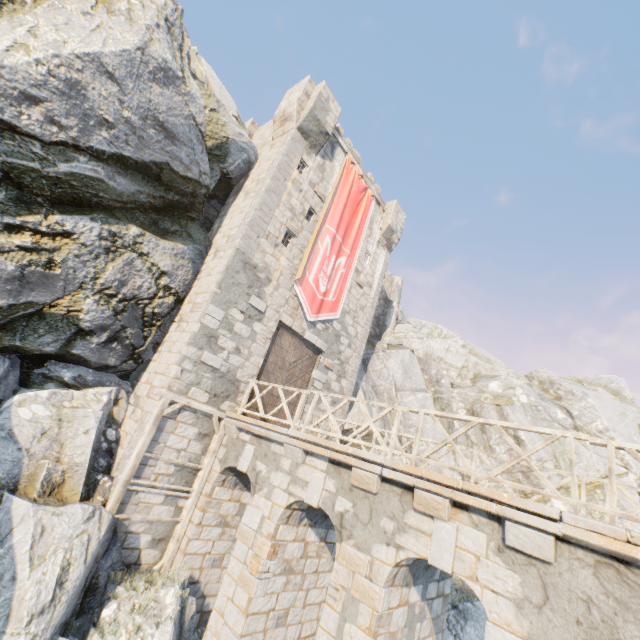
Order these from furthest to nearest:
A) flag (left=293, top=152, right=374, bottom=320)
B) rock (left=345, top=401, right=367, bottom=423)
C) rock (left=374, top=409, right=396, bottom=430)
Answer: rock (left=374, top=409, right=396, bottom=430), rock (left=345, top=401, right=367, bottom=423), flag (left=293, top=152, right=374, bottom=320)

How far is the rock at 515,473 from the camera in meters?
17.7 m

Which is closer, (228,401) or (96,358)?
(96,358)

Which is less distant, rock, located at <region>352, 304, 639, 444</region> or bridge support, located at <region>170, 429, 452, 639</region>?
bridge support, located at <region>170, 429, 452, 639</region>

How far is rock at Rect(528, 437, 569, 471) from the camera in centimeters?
1848cm

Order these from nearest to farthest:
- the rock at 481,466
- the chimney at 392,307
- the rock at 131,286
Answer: the rock at 131,286 → the rock at 481,466 → the chimney at 392,307

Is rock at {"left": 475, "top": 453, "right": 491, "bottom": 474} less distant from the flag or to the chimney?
the chimney
